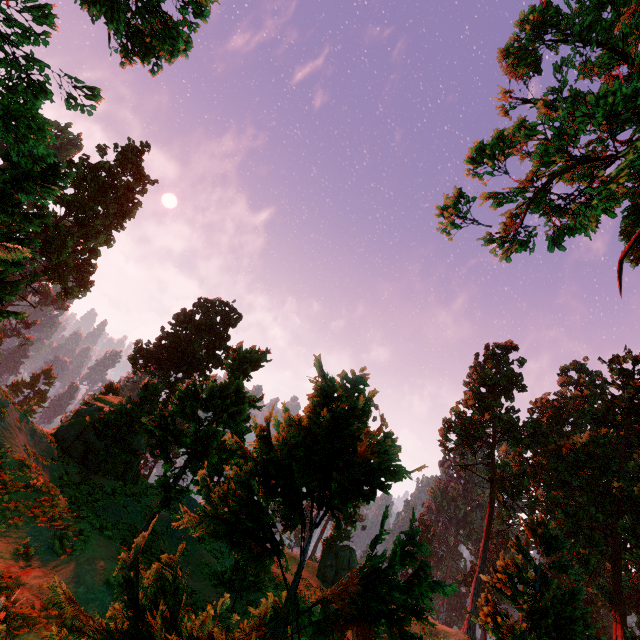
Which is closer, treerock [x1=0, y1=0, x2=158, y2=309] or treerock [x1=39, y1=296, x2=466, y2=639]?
treerock [x1=39, y1=296, x2=466, y2=639]

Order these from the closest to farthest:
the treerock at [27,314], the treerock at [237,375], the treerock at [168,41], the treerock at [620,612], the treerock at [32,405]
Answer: the treerock at [237,375]
the treerock at [168,41]
the treerock at [27,314]
the treerock at [620,612]
the treerock at [32,405]

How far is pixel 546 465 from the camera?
29.4 meters

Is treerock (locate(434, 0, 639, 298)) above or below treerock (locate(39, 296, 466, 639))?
above

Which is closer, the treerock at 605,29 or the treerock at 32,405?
the treerock at 605,29
